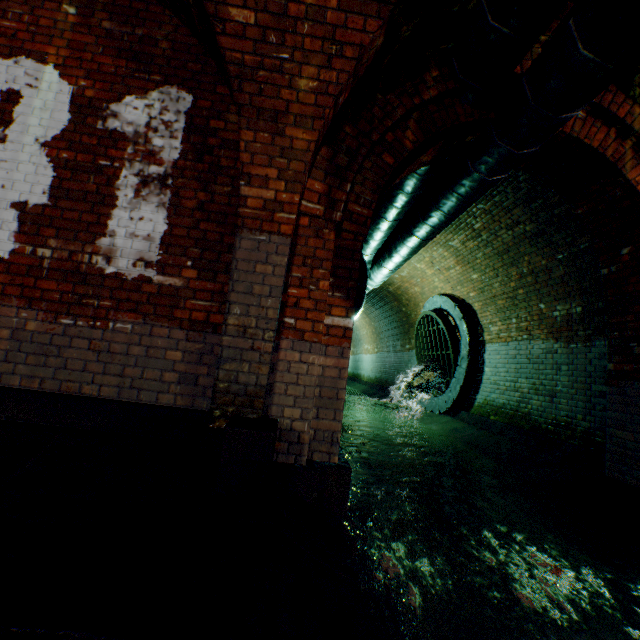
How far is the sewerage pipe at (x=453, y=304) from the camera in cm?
770

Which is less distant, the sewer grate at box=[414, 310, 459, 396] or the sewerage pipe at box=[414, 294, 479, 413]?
the sewerage pipe at box=[414, 294, 479, 413]

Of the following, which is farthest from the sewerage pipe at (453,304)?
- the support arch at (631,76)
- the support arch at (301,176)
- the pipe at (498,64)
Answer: the support arch at (301,176)

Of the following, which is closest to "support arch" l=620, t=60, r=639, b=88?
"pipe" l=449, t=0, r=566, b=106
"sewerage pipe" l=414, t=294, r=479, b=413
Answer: "pipe" l=449, t=0, r=566, b=106

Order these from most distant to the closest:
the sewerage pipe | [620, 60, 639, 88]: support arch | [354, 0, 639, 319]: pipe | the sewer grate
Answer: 1. the sewer grate
2. the sewerage pipe
3. [620, 60, 639, 88]: support arch
4. [354, 0, 639, 319]: pipe

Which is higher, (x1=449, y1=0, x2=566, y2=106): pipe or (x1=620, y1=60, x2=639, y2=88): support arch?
(x1=620, y1=60, x2=639, y2=88): support arch

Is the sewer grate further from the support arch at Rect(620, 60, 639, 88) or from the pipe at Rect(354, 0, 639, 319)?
the support arch at Rect(620, 60, 639, 88)

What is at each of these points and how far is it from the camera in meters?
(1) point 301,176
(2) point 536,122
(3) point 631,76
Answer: (1) support arch, 2.8
(2) pipe, 3.0
(3) support arch, 3.3
